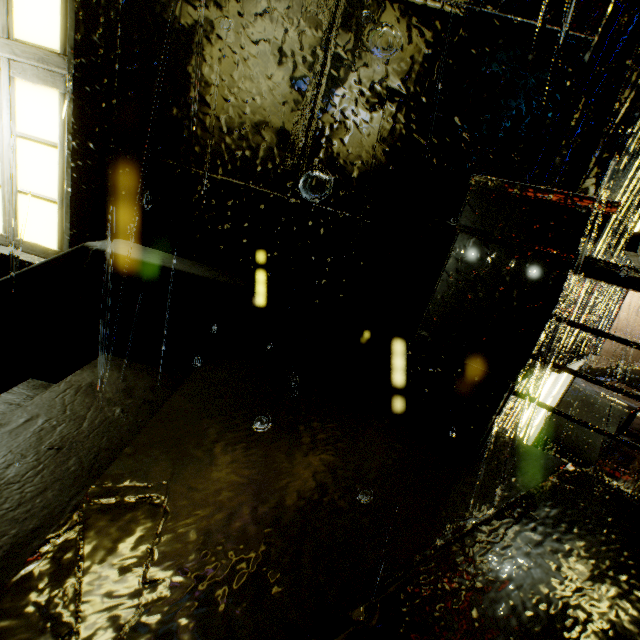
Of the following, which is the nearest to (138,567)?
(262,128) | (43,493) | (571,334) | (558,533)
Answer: (43,493)

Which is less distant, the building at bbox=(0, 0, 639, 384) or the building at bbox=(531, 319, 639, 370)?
the building at bbox=(0, 0, 639, 384)

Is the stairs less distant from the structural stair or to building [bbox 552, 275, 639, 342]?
the structural stair

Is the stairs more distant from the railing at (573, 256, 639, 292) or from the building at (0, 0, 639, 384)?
the railing at (573, 256, 639, 292)

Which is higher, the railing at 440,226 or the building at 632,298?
the railing at 440,226

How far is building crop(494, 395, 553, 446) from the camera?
2.8 meters

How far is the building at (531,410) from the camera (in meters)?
2.82

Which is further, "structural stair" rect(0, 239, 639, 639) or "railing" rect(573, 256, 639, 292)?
"railing" rect(573, 256, 639, 292)
